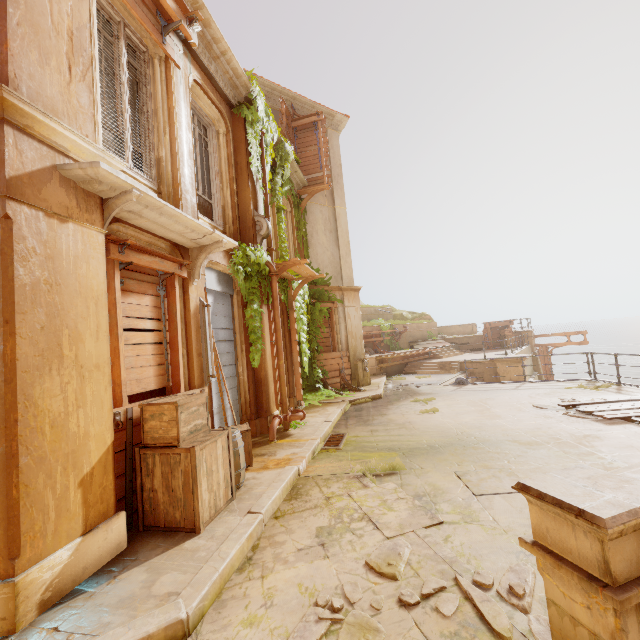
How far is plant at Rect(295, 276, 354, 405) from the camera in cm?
1148

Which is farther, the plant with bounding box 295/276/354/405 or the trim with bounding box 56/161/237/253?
the plant with bounding box 295/276/354/405

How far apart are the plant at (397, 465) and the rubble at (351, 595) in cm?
201

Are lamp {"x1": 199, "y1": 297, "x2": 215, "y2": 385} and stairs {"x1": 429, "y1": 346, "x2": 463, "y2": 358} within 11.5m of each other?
no

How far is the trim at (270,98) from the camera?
13.10m

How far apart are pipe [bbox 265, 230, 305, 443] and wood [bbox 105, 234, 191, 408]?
2.4 meters

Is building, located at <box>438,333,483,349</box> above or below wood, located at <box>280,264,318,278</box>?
below

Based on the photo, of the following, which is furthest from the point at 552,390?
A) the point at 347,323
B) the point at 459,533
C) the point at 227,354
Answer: the point at 227,354
